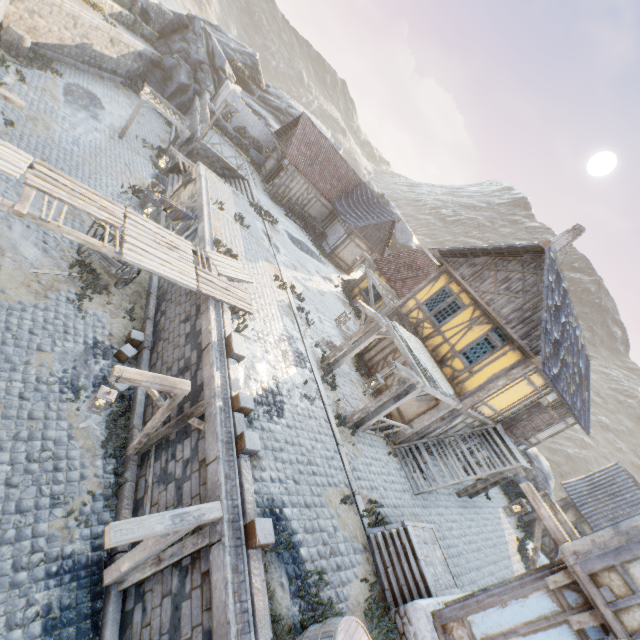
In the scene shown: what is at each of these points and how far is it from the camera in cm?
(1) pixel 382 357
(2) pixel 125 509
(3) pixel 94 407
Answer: (1) building, 1528
(2) stone blocks, 726
(3) street light, 636

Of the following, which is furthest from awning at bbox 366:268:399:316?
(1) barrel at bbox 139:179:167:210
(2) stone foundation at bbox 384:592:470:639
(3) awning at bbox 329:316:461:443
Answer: (1) barrel at bbox 139:179:167:210

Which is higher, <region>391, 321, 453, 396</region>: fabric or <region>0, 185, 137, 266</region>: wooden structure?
<region>391, 321, 453, 396</region>: fabric

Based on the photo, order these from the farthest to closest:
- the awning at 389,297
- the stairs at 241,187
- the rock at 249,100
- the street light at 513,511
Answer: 1. the rock at 249,100
2. the stairs at 241,187
3. the awning at 389,297
4. the street light at 513,511

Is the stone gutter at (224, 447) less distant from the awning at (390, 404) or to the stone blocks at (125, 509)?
the stone blocks at (125, 509)

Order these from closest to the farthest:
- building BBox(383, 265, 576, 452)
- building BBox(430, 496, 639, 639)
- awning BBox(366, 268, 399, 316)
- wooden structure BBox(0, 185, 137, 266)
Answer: building BBox(430, 496, 639, 639), wooden structure BBox(0, 185, 137, 266), building BBox(383, 265, 576, 452), awning BBox(366, 268, 399, 316)

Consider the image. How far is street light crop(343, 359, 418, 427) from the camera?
9.0 meters

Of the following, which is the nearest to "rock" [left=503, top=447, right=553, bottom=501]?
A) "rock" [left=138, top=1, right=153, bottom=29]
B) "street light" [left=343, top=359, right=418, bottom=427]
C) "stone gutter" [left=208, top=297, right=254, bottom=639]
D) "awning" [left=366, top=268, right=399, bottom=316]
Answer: "rock" [left=138, top=1, right=153, bottom=29]
